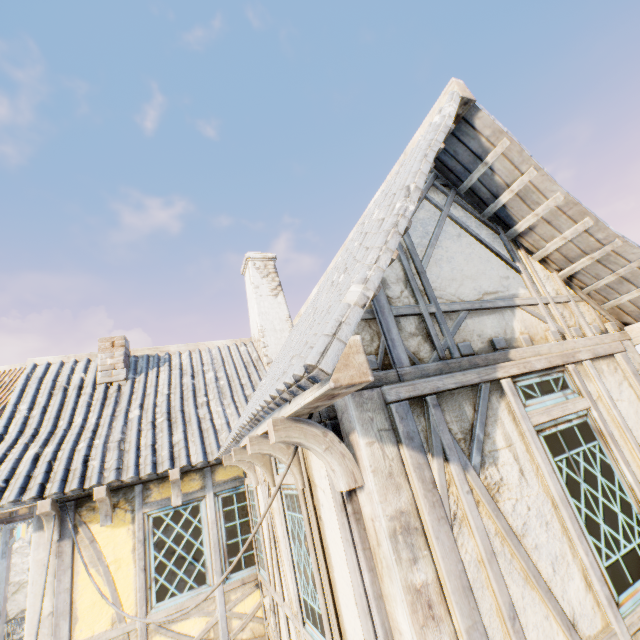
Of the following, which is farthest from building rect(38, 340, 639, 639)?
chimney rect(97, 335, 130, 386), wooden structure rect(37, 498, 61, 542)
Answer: Answer: chimney rect(97, 335, 130, 386)

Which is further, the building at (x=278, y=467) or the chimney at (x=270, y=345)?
the chimney at (x=270, y=345)

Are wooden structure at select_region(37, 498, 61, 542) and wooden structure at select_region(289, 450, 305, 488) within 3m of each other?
no

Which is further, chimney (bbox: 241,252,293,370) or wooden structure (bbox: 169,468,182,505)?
chimney (bbox: 241,252,293,370)

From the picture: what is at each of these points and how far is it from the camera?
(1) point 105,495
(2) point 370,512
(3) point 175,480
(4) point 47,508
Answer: (1) wooden structure, 4.72m
(2) building, 2.13m
(3) wooden structure, 5.19m
(4) wooden structure, 4.45m

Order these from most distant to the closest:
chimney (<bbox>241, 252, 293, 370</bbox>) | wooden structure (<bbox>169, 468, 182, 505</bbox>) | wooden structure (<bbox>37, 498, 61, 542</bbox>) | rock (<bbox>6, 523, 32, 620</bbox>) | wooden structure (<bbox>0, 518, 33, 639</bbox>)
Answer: rock (<bbox>6, 523, 32, 620</bbox>)
wooden structure (<bbox>0, 518, 33, 639</bbox>)
chimney (<bbox>241, 252, 293, 370</bbox>)
wooden structure (<bbox>169, 468, 182, 505</bbox>)
wooden structure (<bbox>37, 498, 61, 542</bbox>)

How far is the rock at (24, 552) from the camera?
32.25m

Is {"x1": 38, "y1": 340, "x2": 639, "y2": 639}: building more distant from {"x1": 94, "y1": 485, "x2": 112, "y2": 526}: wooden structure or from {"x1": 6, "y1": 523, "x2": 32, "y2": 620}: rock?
{"x1": 6, "y1": 523, "x2": 32, "y2": 620}: rock
